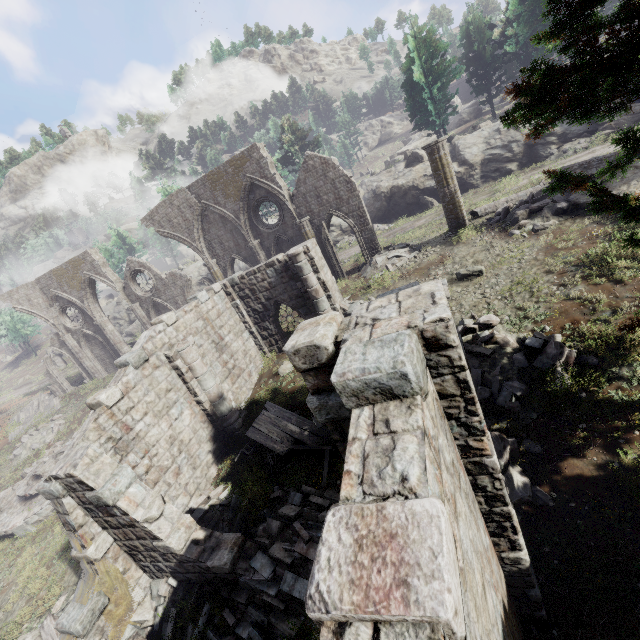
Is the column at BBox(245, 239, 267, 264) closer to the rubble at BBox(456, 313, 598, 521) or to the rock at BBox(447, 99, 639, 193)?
the rock at BBox(447, 99, 639, 193)

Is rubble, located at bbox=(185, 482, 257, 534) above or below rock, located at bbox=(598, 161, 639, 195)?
below

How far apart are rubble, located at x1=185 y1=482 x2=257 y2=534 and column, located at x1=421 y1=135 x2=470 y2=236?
15.7 meters

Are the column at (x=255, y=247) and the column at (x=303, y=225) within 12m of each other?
yes

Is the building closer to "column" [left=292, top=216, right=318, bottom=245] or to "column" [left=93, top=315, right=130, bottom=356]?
"column" [left=292, top=216, right=318, bottom=245]

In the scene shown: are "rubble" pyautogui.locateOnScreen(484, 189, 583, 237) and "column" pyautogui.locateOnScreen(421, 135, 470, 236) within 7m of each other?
yes

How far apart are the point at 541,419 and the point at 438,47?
33.7m

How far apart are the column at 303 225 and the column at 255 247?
2.8 meters
